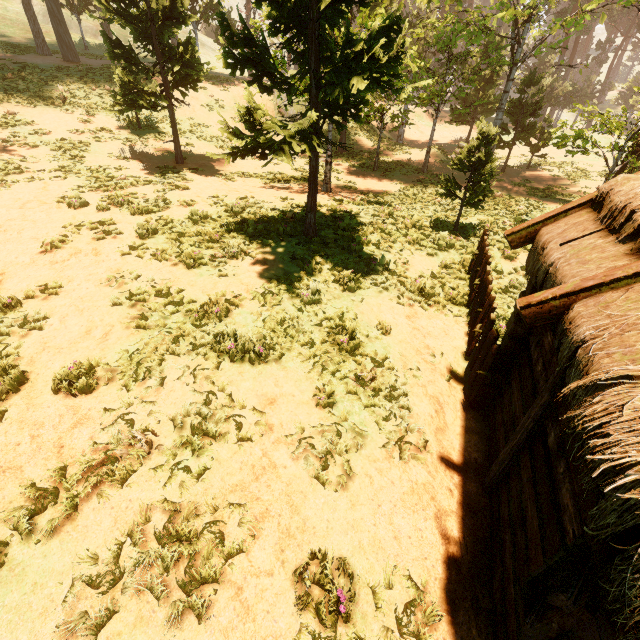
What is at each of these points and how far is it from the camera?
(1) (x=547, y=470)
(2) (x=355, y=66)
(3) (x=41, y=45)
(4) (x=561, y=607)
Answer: (1) building, 3.4m
(2) treerock, 6.5m
(3) treerock, 23.1m
(4) bp, 2.5m

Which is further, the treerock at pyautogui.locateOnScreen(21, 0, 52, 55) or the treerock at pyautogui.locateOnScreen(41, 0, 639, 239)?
the treerock at pyautogui.locateOnScreen(21, 0, 52, 55)

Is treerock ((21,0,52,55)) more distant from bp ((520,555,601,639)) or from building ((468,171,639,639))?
bp ((520,555,601,639))

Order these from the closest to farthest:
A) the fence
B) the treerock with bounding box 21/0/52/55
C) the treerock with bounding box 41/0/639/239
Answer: the fence, the treerock with bounding box 41/0/639/239, the treerock with bounding box 21/0/52/55

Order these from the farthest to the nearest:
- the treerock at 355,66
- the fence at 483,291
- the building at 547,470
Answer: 1. the treerock at 355,66
2. the fence at 483,291
3. the building at 547,470

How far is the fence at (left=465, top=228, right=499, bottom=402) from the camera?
5.5 meters

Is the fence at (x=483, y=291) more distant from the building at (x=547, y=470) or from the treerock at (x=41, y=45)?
the treerock at (x=41, y=45)

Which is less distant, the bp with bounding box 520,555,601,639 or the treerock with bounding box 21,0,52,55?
the bp with bounding box 520,555,601,639
